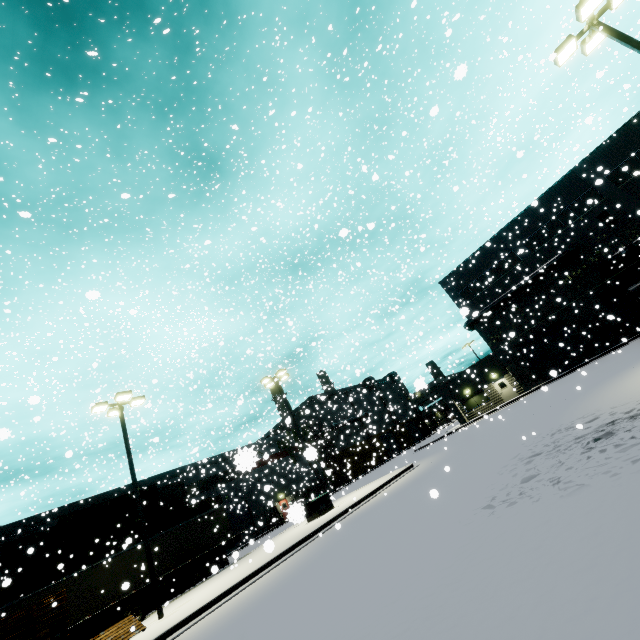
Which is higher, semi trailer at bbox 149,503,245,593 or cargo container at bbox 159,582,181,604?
semi trailer at bbox 149,503,245,593

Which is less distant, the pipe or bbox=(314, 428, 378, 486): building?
the pipe

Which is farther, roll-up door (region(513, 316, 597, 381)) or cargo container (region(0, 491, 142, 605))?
roll-up door (region(513, 316, 597, 381))

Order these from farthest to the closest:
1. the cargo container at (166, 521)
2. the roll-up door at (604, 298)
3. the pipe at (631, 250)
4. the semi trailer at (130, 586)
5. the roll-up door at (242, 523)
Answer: the roll-up door at (242, 523) → the roll-up door at (604, 298) → the pipe at (631, 250) → the cargo container at (166, 521) → the semi trailer at (130, 586)

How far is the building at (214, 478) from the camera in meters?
20.2

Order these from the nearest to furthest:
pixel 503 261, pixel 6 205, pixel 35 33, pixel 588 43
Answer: pixel 588 43, pixel 6 205, pixel 35 33, pixel 503 261

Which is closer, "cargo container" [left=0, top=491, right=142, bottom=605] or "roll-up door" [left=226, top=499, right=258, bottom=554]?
"cargo container" [left=0, top=491, right=142, bottom=605]

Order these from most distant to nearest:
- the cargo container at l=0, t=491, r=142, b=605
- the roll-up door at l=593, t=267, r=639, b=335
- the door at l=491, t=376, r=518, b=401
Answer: the door at l=491, t=376, r=518, b=401 < the roll-up door at l=593, t=267, r=639, b=335 < the cargo container at l=0, t=491, r=142, b=605
